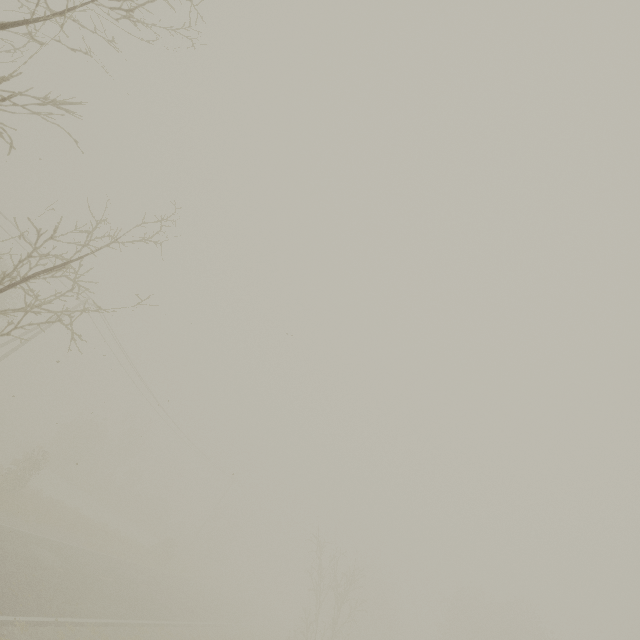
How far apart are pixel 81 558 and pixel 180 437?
19.35m
